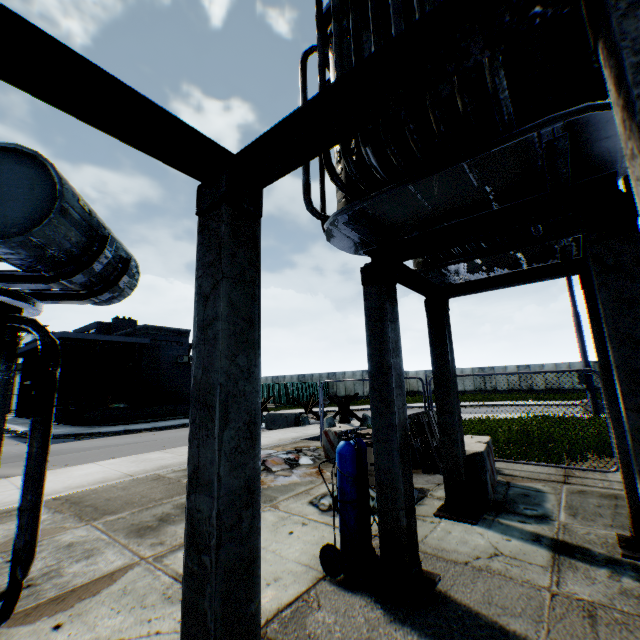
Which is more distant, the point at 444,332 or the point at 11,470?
the point at 11,470

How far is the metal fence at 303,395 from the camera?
10.76m

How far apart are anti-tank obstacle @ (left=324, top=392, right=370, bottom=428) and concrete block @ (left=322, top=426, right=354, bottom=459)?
5.9m

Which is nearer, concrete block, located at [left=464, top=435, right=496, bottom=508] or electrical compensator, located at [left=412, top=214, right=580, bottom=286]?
electrical compensator, located at [left=412, top=214, right=580, bottom=286]

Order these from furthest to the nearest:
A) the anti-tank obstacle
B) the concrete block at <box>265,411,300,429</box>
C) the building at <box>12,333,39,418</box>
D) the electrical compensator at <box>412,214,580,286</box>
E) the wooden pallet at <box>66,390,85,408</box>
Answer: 1. the building at <box>12,333,39,418</box>
2. the wooden pallet at <box>66,390,85,408</box>
3. the concrete block at <box>265,411,300,429</box>
4. the anti-tank obstacle
5. the electrical compensator at <box>412,214,580,286</box>

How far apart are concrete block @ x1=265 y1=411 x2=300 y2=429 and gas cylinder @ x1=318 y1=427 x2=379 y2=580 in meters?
12.6

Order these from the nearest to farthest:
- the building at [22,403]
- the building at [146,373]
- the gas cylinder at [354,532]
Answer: the gas cylinder at [354,532]
the building at [146,373]
the building at [22,403]

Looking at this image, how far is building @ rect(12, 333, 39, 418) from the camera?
27.6 meters
